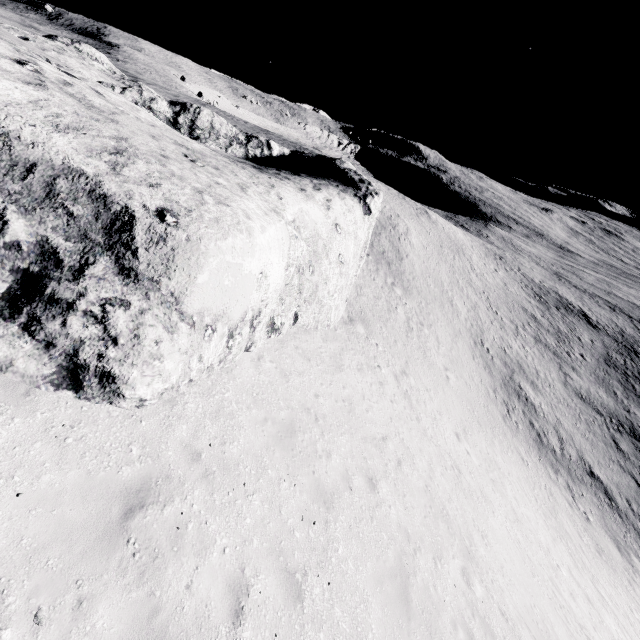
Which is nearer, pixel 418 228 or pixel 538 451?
pixel 538 451
